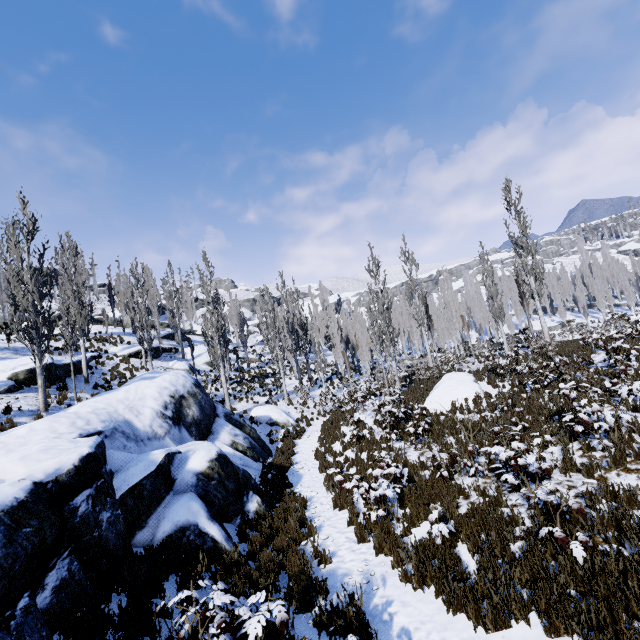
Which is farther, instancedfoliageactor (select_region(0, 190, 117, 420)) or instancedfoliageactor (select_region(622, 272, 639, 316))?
instancedfoliageactor (select_region(622, 272, 639, 316))

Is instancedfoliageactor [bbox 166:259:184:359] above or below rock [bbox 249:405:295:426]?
above

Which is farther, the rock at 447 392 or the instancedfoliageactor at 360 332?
the rock at 447 392

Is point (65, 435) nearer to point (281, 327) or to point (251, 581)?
point (251, 581)

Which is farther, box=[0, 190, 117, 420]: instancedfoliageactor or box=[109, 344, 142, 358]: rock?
box=[109, 344, 142, 358]: rock

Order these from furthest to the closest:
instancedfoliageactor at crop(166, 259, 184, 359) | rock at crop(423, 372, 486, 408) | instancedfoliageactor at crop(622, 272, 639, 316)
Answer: instancedfoliageactor at crop(622, 272, 639, 316), instancedfoliageactor at crop(166, 259, 184, 359), rock at crop(423, 372, 486, 408)

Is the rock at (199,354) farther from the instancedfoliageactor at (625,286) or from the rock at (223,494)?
the rock at (223,494)

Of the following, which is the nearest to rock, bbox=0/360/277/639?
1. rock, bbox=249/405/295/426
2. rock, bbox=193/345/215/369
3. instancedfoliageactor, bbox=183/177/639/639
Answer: instancedfoliageactor, bbox=183/177/639/639
